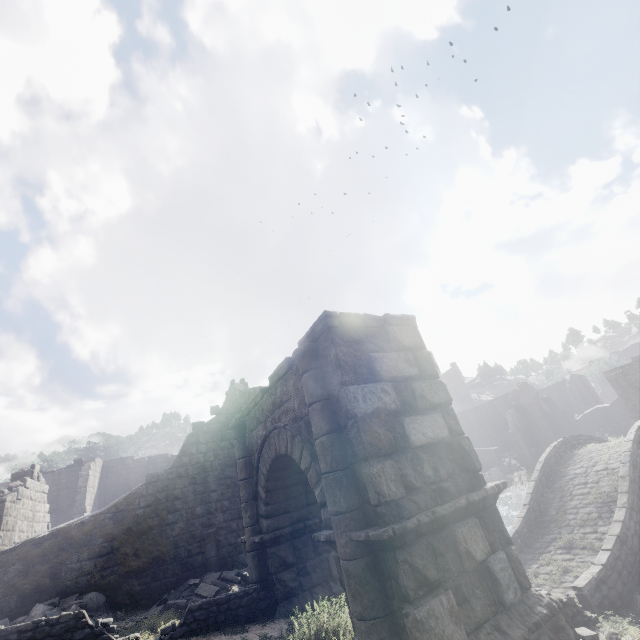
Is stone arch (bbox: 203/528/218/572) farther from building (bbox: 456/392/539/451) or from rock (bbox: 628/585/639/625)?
building (bbox: 456/392/539/451)

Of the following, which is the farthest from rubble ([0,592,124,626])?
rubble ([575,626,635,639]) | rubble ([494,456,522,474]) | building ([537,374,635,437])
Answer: rubble ([494,456,522,474])

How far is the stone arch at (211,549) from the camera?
12.5m

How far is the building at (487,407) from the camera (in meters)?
43.00

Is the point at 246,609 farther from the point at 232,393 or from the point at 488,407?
the point at 488,407

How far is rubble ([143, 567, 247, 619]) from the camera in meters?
9.9

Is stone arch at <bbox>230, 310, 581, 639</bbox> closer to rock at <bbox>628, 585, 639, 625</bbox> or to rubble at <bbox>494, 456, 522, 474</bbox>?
rock at <bbox>628, 585, 639, 625</bbox>

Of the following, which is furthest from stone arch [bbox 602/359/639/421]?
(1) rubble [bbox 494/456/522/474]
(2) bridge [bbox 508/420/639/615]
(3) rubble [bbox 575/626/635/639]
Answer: (1) rubble [bbox 494/456/522/474]
